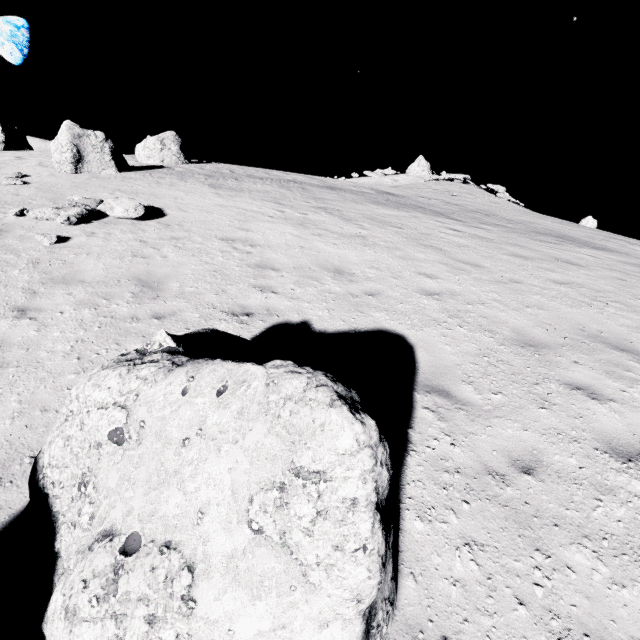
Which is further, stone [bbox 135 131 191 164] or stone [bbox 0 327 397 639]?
stone [bbox 135 131 191 164]

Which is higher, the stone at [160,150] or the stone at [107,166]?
the stone at [160,150]

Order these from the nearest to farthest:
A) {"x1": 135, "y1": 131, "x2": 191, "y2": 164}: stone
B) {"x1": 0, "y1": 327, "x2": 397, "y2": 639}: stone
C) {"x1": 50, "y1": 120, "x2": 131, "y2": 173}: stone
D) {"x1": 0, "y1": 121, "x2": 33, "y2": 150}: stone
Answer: {"x1": 0, "y1": 327, "x2": 397, "y2": 639}: stone → {"x1": 50, "y1": 120, "x2": 131, "y2": 173}: stone → {"x1": 135, "y1": 131, "x2": 191, "y2": 164}: stone → {"x1": 0, "y1": 121, "x2": 33, "y2": 150}: stone

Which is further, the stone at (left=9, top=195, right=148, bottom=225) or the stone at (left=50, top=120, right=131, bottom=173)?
the stone at (left=50, top=120, right=131, bottom=173)

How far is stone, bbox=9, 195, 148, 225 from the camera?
9.5 meters

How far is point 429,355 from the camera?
5.2m

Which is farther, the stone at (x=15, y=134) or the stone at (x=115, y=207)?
the stone at (x=15, y=134)

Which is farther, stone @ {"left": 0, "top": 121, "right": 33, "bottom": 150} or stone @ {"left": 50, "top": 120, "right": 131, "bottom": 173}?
stone @ {"left": 0, "top": 121, "right": 33, "bottom": 150}
